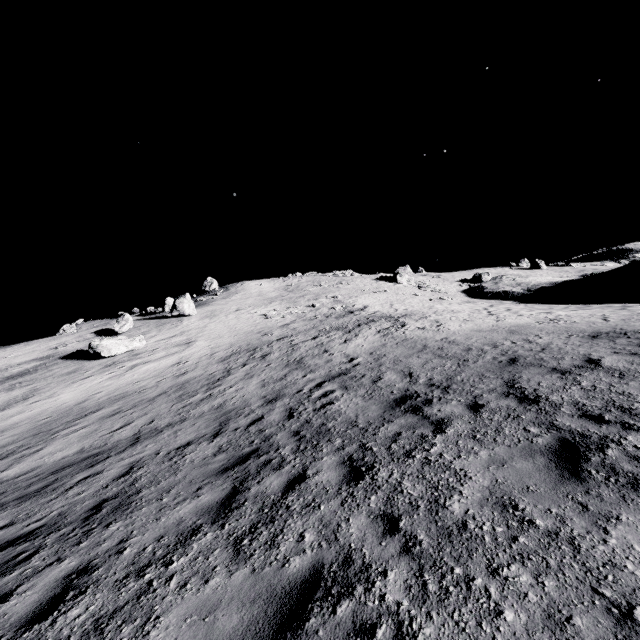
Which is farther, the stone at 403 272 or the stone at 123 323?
the stone at 403 272

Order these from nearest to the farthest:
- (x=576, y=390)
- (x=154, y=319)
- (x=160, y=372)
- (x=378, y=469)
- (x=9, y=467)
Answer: (x=378, y=469) → (x=576, y=390) → (x=9, y=467) → (x=160, y=372) → (x=154, y=319)

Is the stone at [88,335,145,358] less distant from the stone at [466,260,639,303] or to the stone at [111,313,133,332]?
the stone at [111,313,133,332]

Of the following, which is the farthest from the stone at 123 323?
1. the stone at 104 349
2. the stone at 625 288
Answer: the stone at 625 288

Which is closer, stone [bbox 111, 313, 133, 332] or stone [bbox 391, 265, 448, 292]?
stone [bbox 111, 313, 133, 332]

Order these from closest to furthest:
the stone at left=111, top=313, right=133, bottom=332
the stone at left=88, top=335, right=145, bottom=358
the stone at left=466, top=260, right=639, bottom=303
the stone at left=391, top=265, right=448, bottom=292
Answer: the stone at left=88, top=335, right=145, bottom=358
the stone at left=111, top=313, right=133, bottom=332
the stone at left=466, top=260, right=639, bottom=303
the stone at left=391, top=265, right=448, bottom=292
